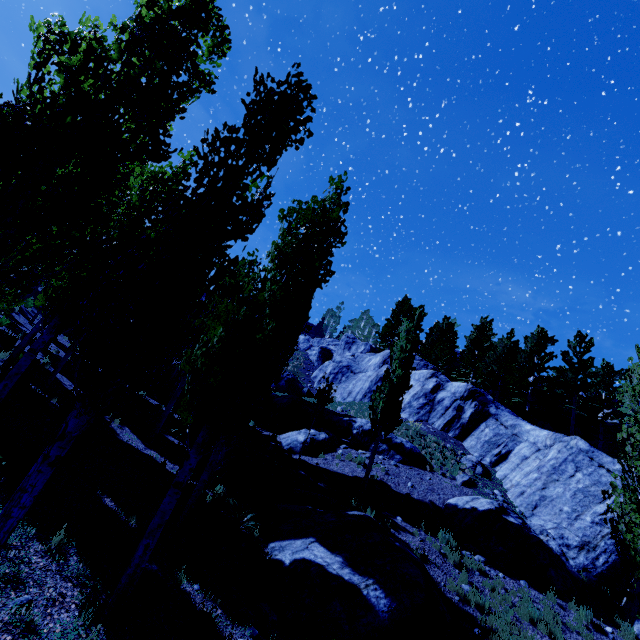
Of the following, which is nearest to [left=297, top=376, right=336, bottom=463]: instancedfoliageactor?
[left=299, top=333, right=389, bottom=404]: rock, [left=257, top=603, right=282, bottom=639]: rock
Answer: [left=299, top=333, right=389, bottom=404]: rock

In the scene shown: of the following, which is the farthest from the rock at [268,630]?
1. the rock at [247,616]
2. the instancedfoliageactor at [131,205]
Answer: the instancedfoliageactor at [131,205]

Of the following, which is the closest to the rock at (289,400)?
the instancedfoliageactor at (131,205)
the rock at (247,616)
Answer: the instancedfoliageactor at (131,205)

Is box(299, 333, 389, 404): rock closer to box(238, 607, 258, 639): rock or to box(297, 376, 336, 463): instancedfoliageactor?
box(297, 376, 336, 463): instancedfoliageactor

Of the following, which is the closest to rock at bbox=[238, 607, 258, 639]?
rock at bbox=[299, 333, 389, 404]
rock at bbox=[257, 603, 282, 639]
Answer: rock at bbox=[257, 603, 282, 639]

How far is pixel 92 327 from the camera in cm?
430

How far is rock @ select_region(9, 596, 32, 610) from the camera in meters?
4.5
